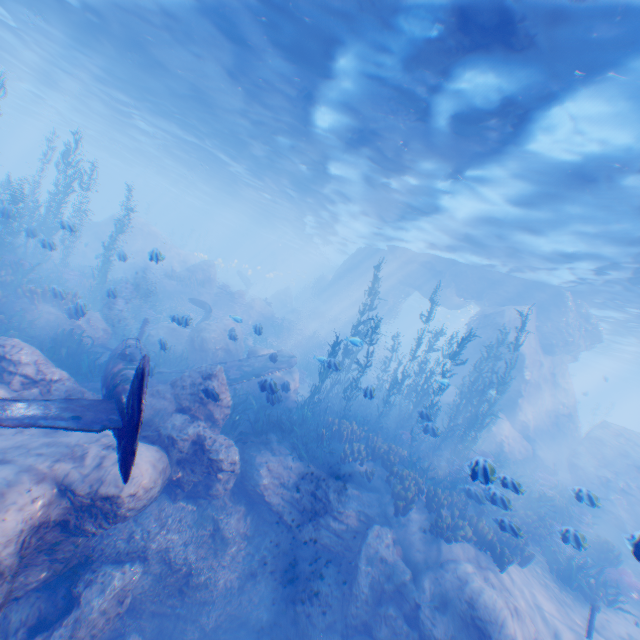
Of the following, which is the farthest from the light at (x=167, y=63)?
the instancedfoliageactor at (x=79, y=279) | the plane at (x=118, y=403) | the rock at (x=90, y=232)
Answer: the plane at (x=118, y=403)

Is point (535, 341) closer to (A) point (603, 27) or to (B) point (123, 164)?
(A) point (603, 27)

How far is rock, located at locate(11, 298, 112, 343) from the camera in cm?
1204

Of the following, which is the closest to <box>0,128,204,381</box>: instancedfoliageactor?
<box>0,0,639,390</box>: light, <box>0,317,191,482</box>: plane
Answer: <box>0,317,191,482</box>: plane

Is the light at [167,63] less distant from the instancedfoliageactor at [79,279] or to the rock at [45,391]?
the rock at [45,391]

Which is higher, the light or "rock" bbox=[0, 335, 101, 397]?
the light

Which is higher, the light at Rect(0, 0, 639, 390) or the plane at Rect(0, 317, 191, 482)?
the light at Rect(0, 0, 639, 390)

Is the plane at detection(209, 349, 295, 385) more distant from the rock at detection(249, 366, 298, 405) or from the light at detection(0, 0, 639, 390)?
the light at detection(0, 0, 639, 390)
